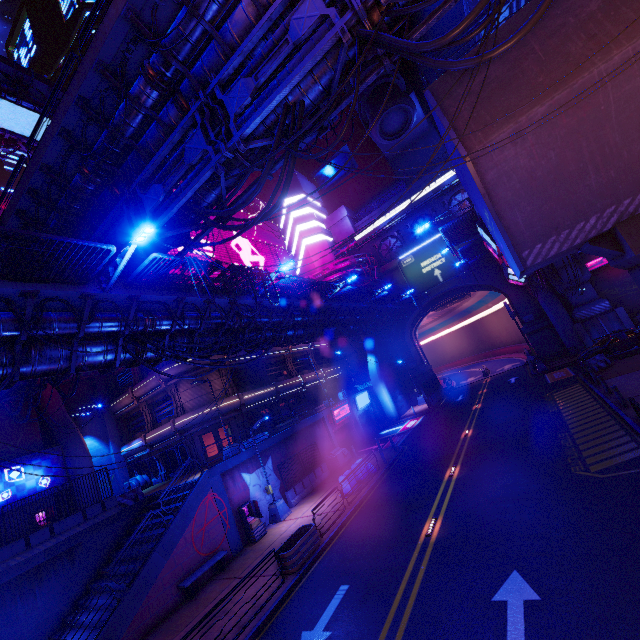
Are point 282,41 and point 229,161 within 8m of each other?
yes

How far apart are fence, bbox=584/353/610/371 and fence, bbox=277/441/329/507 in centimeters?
2086cm

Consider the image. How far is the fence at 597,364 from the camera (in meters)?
23.16

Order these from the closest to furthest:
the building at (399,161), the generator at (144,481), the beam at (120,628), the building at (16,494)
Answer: the beam at (120,628) < the building at (16,494) < the generator at (144,481) < the building at (399,161)

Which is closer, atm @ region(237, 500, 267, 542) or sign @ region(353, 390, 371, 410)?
atm @ region(237, 500, 267, 542)

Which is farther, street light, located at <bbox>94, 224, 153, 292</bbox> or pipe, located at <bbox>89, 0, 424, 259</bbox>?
street light, located at <bbox>94, 224, 153, 292</bbox>

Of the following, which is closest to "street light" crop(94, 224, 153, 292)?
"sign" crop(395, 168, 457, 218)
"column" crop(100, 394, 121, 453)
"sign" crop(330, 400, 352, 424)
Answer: "sign" crop(330, 400, 352, 424)

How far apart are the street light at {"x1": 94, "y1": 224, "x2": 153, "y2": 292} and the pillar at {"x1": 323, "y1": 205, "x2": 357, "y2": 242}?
41.0 meters
